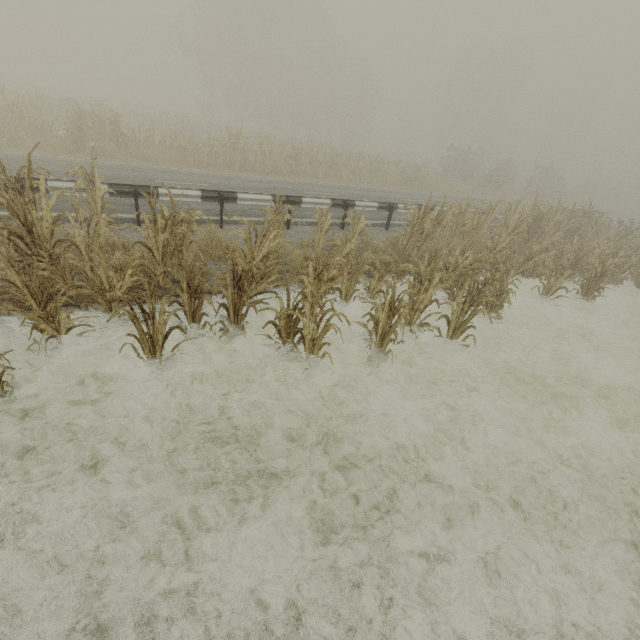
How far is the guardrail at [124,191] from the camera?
7.2m

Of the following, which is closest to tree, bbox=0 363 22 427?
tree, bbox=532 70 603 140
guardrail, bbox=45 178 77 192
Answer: guardrail, bbox=45 178 77 192

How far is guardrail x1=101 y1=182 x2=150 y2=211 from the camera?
7.25m

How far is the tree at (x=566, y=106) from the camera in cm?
5516

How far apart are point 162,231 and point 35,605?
4.4 meters

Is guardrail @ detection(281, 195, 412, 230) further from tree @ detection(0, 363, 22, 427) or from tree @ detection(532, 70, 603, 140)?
tree @ detection(532, 70, 603, 140)
